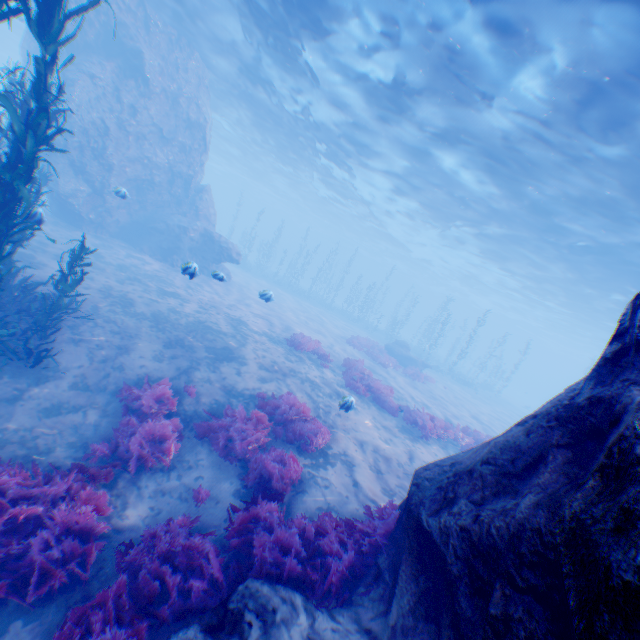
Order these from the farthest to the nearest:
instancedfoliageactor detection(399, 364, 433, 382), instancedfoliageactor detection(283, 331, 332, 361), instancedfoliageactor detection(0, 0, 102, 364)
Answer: instancedfoliageactor detection(399, 364, 433, 382) < instancedfoliageactor detection(283, 331, 332, 361) < instancedfoliageactor detection(0, 0, 102, 364)

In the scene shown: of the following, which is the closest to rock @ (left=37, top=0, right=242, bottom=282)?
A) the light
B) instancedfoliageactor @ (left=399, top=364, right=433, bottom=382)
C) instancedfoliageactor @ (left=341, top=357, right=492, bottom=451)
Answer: the light

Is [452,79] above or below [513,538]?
above

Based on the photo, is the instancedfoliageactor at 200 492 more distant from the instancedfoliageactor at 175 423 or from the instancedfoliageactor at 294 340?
the instancedfoliageactor at 294 340

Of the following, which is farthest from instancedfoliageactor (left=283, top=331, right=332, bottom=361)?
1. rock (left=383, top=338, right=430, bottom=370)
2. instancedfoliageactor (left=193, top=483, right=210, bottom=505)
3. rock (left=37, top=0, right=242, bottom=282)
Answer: rock (left=383, top=338, right=430, bottom=370)

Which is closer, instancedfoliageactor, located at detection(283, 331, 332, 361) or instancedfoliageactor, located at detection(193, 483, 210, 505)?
instancedfoliageactor, located at detection(193, 483, 210, 505)

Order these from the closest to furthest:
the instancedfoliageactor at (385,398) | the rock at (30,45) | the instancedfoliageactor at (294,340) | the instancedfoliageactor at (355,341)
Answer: the instancedfoliageactor at (385,398)
the instancedfoliageactor at (294,340)
the rock at (30,45)
the instancedfoliageactor at (355,341)

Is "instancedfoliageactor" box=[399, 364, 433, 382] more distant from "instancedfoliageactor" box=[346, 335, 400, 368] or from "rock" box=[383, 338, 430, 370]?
"instancedfoliageactor" box=[346, 335, 400, 368]
